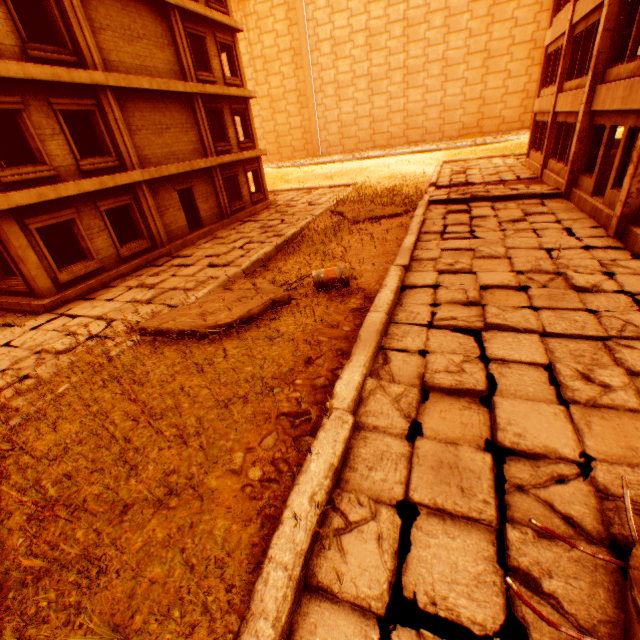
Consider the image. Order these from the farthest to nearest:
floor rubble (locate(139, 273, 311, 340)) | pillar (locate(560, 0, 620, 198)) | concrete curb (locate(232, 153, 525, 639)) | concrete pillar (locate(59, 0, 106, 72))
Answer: concrete pillar (locate(59, 0, 106, 72)), pillar (locate(560, 0, 620, 198)), floor rubble (locate(139, 273, 311, 340)), concrete curb (locate(232, 153, 525, 639))

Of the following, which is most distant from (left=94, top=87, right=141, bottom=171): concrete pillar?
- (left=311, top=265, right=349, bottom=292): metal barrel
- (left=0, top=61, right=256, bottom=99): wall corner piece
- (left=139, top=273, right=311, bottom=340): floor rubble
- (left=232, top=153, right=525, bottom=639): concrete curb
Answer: (left=232, top=153, right=525, bottom=639): concrete curb

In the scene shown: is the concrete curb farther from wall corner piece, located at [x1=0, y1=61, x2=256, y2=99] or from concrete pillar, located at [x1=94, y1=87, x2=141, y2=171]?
wall corner piece, located at [x1=0, y1=61, x2=256, y2=99]

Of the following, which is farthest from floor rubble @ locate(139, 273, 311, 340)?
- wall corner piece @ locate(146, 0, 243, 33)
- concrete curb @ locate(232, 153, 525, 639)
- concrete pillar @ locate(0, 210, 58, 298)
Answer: wall corner piece @ locate(146, 0, 243, 33)

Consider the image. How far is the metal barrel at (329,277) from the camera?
7.8 meters

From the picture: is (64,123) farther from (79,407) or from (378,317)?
(378,317)

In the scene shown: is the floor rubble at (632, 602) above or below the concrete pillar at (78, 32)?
below

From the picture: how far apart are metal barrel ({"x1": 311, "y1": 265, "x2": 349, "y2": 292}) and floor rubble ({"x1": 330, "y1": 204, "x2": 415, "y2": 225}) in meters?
6.5
